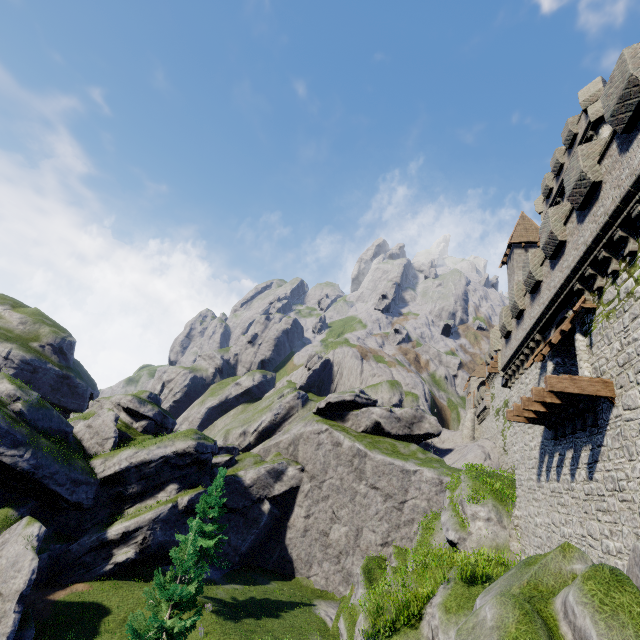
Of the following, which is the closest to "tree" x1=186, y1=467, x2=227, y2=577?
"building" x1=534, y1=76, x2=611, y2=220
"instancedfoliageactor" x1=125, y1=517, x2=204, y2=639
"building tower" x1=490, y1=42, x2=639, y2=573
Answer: "instancedfoliageactor" x1=125, y1=517, x2=204, y2=639

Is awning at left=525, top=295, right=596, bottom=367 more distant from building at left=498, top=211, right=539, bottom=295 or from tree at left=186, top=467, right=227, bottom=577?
tree at left=186, top=467, right=227, bottom=577

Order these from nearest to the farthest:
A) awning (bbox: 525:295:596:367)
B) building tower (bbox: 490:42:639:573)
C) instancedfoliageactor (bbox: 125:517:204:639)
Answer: building tower (bbox: 490:42:639:573)
awning (bbox: 525:295:596:367)
instancedfoliageactor (bbox: 125:517:204:639)

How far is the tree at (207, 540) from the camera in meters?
26.6

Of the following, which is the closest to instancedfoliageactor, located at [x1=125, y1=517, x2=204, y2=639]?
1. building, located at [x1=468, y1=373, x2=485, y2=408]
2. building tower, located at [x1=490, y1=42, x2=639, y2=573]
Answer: building tower, located at [x1=490, y1=42, x2=639, y2=573]

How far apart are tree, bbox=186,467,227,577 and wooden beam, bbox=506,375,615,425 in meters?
27.0 m

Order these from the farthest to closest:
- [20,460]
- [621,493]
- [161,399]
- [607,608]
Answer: [161,399]
[20,460]
[621,493]
[607,608]

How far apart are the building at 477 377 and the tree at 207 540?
45.9 meters
